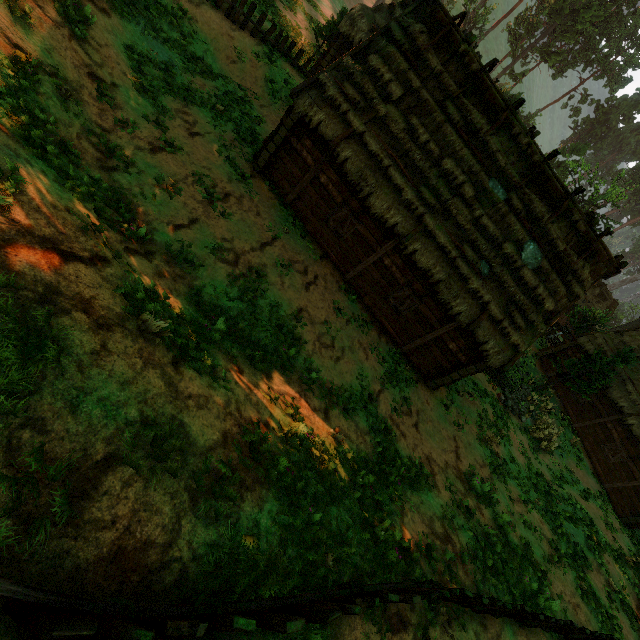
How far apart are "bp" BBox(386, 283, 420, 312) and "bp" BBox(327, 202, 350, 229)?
3.5m

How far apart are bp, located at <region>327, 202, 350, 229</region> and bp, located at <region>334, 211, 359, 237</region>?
0.2 meters

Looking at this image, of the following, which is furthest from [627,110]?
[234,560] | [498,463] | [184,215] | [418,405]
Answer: [234,560]

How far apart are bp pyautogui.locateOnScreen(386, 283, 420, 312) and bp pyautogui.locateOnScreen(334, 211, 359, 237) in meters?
3.0

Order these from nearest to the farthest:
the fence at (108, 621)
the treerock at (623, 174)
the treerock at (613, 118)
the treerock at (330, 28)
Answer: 1. the fence at (108, 621)
2. the treerock at (330, 28)
3. the treerock at (623, 174)
4. the treerock at (613, 118)

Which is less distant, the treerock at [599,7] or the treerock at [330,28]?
the treerock at [330,28]

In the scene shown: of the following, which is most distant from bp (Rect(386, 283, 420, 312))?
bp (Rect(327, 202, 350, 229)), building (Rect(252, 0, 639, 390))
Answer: bp (Rect(327, 202, 350, 229))

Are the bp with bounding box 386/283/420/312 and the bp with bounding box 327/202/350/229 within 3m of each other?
no
